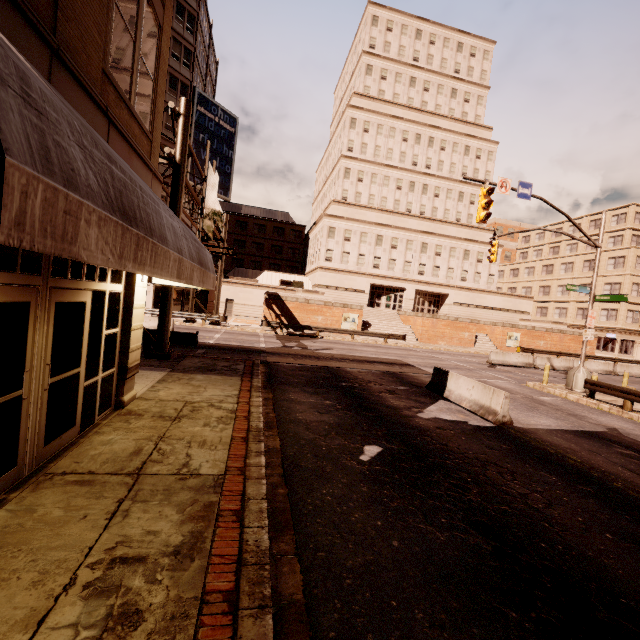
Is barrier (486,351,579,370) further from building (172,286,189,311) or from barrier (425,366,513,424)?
building (172,286,189,311)

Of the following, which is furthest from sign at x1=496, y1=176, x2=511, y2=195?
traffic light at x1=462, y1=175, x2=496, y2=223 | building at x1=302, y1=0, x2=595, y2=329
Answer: building at x1=302, y1=0, x2=595, y2=329

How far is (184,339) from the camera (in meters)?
14.20

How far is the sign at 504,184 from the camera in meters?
15.0 m

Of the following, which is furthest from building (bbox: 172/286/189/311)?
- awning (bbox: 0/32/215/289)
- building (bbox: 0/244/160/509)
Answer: building (bbox: 0/244/160/509)

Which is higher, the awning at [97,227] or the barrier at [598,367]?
the awning at [97,227]

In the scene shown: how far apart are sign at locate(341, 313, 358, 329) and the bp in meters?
14.4

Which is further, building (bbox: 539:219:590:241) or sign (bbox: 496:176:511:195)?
building (bbox: 539:219:590:241)
